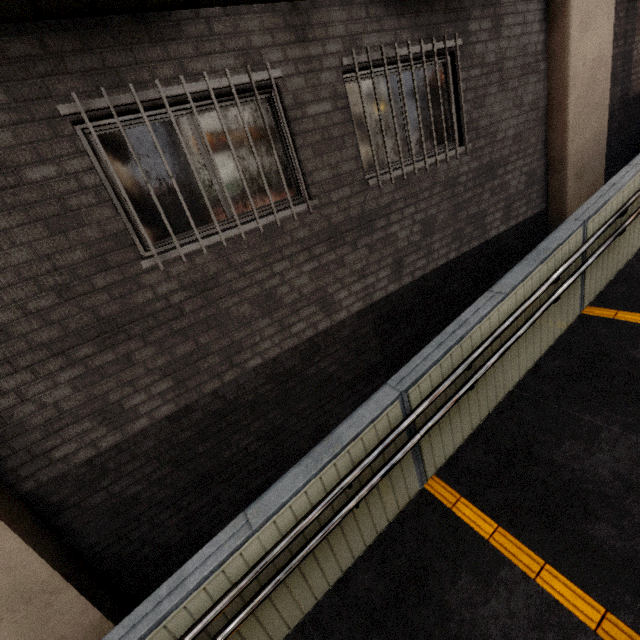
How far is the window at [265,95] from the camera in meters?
3.2

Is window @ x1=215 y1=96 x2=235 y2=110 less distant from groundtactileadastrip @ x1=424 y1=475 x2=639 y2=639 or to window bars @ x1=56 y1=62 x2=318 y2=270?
window bars @ x1=56 y1=62 x2=318 y2=270

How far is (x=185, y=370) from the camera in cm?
326

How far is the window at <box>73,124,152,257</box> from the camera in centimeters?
256cm

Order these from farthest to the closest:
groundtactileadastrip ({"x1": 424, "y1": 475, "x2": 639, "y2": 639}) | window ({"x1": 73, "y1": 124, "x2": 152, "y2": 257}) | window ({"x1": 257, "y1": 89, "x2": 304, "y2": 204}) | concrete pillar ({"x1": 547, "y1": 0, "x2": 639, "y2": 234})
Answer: concrete pillar ({"x1": 547, "y1": 0, "x2": 639, "y2": 234}) → window ({"x1": 257, "y1": 89, "x2": 304, "y2": 204}) → window ({"x1": 73, "y1": 124, "x2": 152, "y2": 257}) → groundtactileadastrip ({"x1": 424, "y1": 475, "x2": 639, "y2": 639})

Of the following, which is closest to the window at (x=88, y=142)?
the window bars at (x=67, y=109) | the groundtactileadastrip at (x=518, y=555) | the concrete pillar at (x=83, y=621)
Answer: the window bars at (x=67, y=109)
